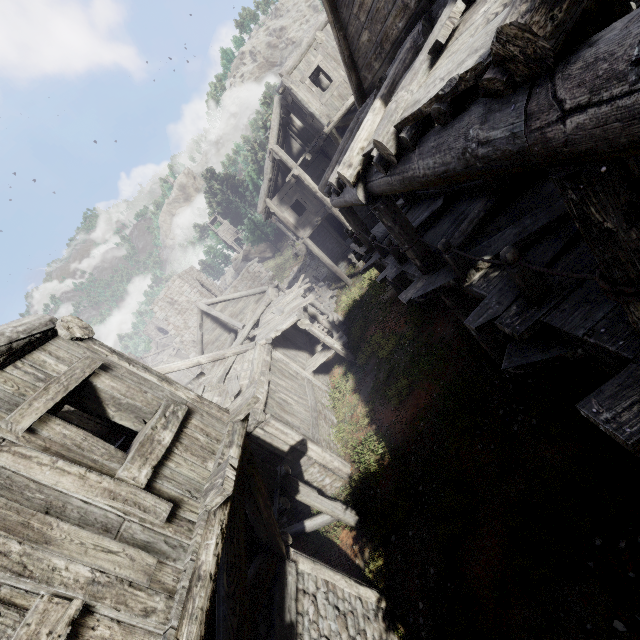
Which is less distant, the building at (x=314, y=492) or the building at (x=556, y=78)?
the building at (x=556, y=78)

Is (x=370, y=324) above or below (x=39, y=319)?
below

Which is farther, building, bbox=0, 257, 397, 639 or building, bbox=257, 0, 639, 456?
building, bbox=0, 257, 397, 639
